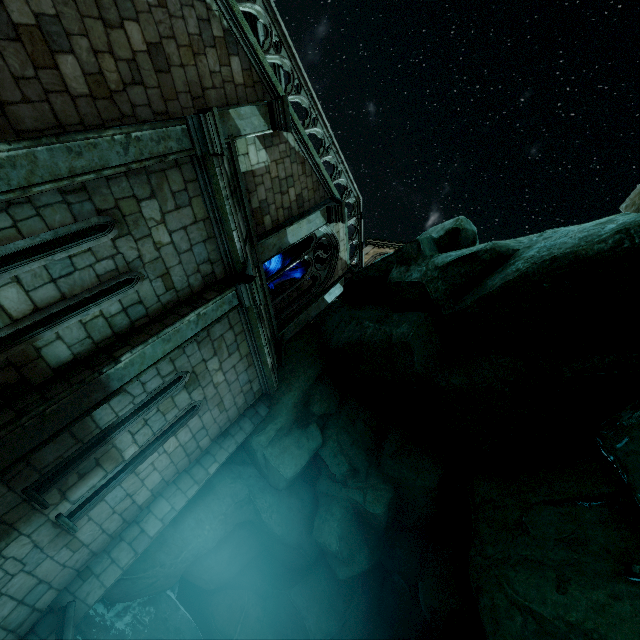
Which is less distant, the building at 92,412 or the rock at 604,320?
the building at 92,412

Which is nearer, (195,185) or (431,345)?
(195,185)

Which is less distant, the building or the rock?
the building
